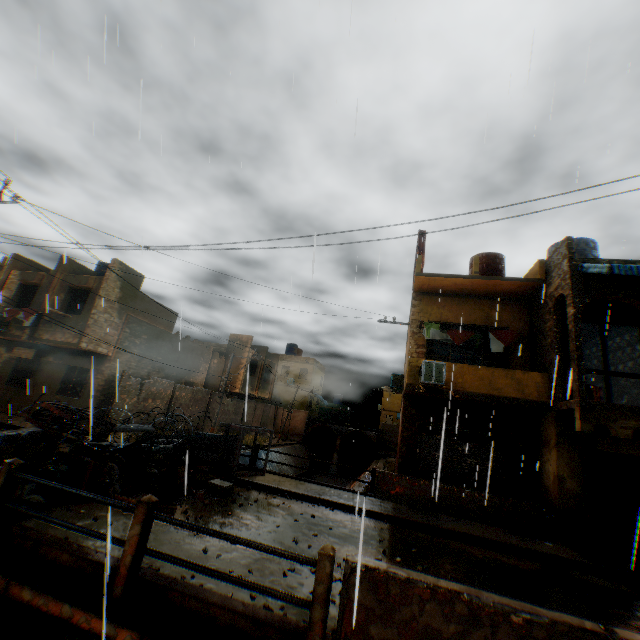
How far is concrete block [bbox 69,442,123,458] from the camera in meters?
7.1 m

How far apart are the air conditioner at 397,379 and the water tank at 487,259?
6.2 meters

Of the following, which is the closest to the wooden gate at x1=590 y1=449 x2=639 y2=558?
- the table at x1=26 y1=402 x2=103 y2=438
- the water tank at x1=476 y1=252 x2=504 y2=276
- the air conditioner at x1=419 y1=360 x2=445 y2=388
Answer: the air conditioner at x1=419 y1=360 x2=445 y2=388

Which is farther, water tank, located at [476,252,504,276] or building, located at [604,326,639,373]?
water tank, located at [476,252,504,276]

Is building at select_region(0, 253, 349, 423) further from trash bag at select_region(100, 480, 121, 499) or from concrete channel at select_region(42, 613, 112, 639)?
trash bag at select_region(100, 480, 121, 499)

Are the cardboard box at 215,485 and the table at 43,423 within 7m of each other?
yes

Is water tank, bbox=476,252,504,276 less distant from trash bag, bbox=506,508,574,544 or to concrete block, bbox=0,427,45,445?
trash bag, bbox=506,508,574,544

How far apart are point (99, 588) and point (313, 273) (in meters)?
4.77
